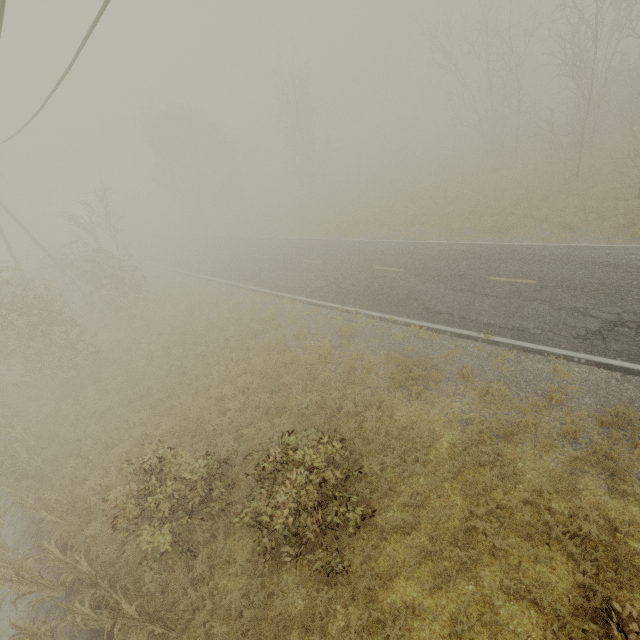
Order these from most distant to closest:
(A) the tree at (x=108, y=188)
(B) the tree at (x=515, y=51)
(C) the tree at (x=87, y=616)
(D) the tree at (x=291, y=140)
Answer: (D) the tree at (x=291, y=140) < (A) the tree at (x=108, y=188) < (B) the tree at (x=515, y=51) < (C) the tree at (x=87, y=616)

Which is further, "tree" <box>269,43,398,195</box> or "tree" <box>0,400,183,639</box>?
"tree" <box>269,43,398,195</box>

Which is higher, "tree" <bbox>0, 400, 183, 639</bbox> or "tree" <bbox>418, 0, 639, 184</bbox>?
"tree" <bbox>418, 0, 639, 184</bbox>

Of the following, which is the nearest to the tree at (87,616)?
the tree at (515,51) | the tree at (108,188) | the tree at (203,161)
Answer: the tree at (108,188)

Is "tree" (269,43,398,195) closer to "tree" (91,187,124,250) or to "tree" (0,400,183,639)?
"tree" (91,187,124,250)

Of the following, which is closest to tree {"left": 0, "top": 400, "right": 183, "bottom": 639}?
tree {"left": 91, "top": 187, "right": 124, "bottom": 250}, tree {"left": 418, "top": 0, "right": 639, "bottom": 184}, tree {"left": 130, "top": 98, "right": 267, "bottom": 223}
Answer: tree {"left": 91, "top": 187, "right": 124, "bottom": 250}

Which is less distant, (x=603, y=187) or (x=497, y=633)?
(x=497, y=633)
